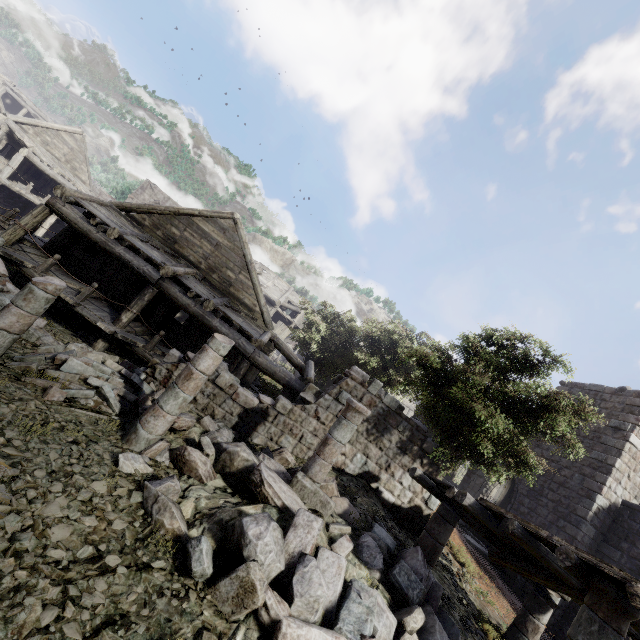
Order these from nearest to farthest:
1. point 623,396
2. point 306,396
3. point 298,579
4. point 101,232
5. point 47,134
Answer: point 298,579, point 306,396, point 101,232, point 623,396, point 47,134

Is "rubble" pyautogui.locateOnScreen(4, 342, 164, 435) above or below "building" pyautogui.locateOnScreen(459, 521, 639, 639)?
below

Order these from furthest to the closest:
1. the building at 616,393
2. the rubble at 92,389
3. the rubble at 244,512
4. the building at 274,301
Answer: the building at 616,393 < the building at 274,301 < the rubble at 92,389 < the rubble at 244,512

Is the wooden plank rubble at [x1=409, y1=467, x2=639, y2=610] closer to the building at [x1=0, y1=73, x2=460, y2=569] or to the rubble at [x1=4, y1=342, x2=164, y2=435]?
the building at [x1=0, y1=73, x2=460, y2=569]

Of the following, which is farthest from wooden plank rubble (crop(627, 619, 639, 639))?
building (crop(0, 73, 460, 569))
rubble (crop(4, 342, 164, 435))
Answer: rubble (crop(4, 342, 164, 435))

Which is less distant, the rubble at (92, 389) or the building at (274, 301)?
the rubble at (92, 389)

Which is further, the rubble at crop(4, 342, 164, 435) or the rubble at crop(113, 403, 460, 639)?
the rubble at crop(4, 342, 164, 435)
